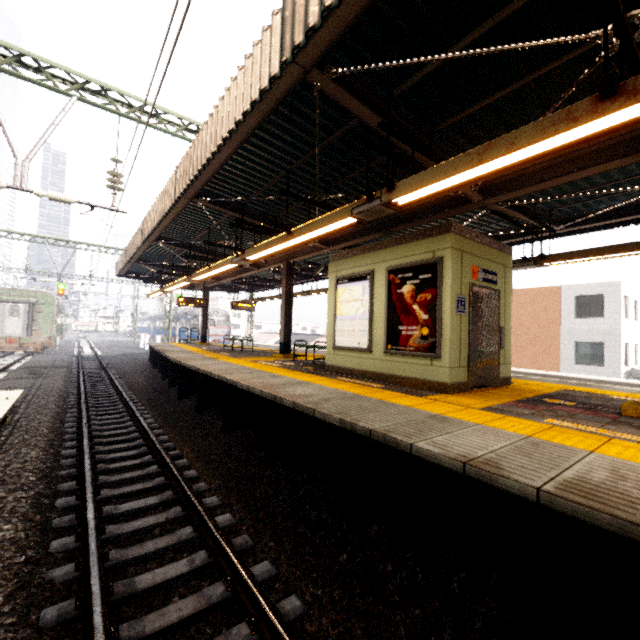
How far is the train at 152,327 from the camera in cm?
4568

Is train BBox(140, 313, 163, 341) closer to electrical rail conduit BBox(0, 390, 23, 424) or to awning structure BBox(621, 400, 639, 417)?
awning structure BBox(621, 400, 639, 417)

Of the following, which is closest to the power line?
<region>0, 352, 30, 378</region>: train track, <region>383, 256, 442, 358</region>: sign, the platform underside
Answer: the platform underside

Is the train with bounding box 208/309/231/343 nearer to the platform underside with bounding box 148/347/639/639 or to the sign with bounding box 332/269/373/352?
the platform underside with bounding box 148/347/639/639

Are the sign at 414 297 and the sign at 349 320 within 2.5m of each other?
yes

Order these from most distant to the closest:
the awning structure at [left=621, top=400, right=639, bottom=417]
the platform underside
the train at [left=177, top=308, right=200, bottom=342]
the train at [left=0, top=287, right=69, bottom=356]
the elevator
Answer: the train at [left=177, top=308, right=200, bottom=342] → the train at [left=0, top=287, right=69, bottom=356] → the elevator → the awning structure at [left=621, top=400, right=639, bottom=417] → the platform underside

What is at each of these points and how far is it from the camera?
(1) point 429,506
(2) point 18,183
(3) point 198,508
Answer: (1) platform underside, 3.5 meters
(2) power line, 7.4 meters
(3) train track, 3.8 meters

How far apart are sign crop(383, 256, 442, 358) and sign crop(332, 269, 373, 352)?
0.3m
